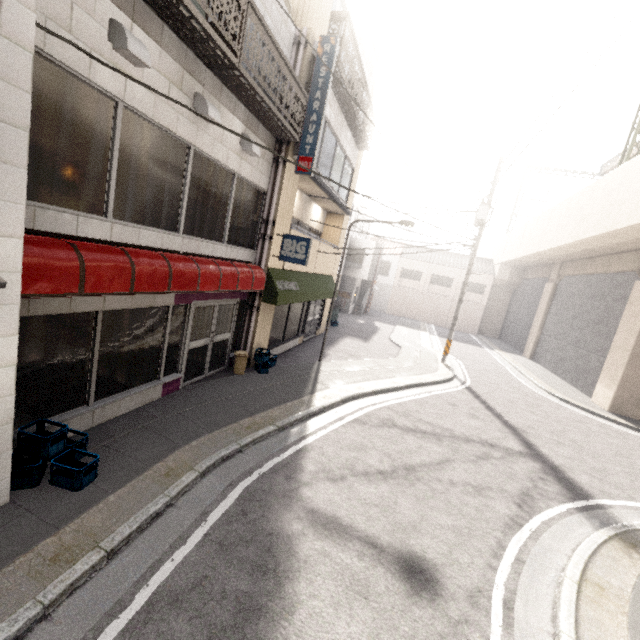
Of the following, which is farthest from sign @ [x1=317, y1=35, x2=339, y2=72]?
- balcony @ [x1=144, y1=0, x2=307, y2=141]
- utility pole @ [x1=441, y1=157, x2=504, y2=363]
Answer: utility pole @ [x1=441, y1=157, x2=504, y2=363]

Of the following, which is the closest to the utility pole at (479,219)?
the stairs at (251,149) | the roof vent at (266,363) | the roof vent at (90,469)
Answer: the roof vent at (266,363)

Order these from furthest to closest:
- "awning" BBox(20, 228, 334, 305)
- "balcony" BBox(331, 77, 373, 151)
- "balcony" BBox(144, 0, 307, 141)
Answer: "balcony" BBox(331, 77, 373, 151) → "balcony" BBox(144, 0, 307, 141) → "awning" BBox(20, 228, 334, 305)

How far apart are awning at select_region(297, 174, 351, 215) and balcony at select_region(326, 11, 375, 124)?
2.7m

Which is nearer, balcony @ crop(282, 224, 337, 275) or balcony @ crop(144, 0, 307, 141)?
balcony @ crop(144, 0, 307, 141)

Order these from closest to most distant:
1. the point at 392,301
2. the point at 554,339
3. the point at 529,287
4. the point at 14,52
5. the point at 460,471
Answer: the point at 14,52, the point at 460,471, the point at 554,339, the point at 529,287, the point at 392,301

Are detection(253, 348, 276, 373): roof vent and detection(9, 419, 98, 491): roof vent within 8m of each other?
yes

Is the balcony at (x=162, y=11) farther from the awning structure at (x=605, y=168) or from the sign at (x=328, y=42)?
the awning structure at (x=605, y=168)
